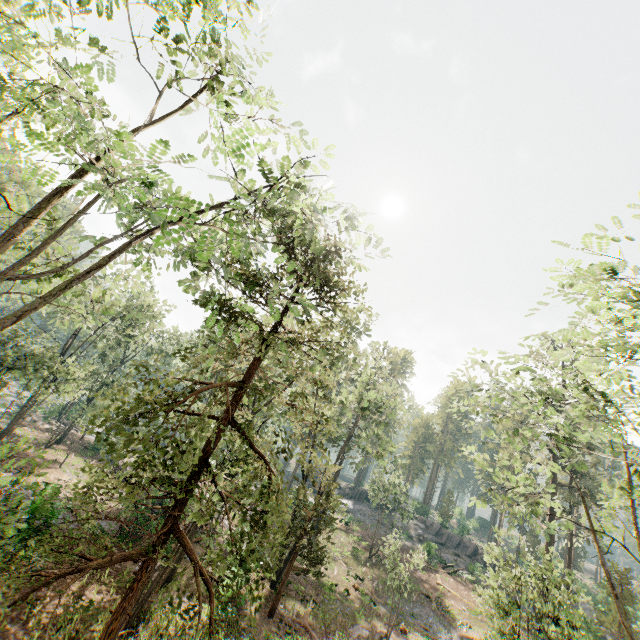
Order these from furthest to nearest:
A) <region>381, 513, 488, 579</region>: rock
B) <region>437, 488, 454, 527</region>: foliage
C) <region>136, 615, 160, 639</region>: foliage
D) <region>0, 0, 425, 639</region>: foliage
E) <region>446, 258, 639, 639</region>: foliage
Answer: <region>437, 488, 454, 527</region>: foliage → <region>381, 513, 488, 579</region>: rock → <region>136, 615, 160, 639</region>: foliage → <region>446, 258, 639, 639</region>: foliage → <region>0, 0, 425, 639</region>: foliage

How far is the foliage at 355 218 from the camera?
5.8m

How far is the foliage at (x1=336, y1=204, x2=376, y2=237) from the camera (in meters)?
5.77

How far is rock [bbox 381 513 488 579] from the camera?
41.9m

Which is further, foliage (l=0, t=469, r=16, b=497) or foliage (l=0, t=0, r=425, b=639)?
foliage (l=0, t=0, r=425, b=639)

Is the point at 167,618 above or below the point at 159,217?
below

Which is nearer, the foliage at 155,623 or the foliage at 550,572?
the foliage at 550,572
